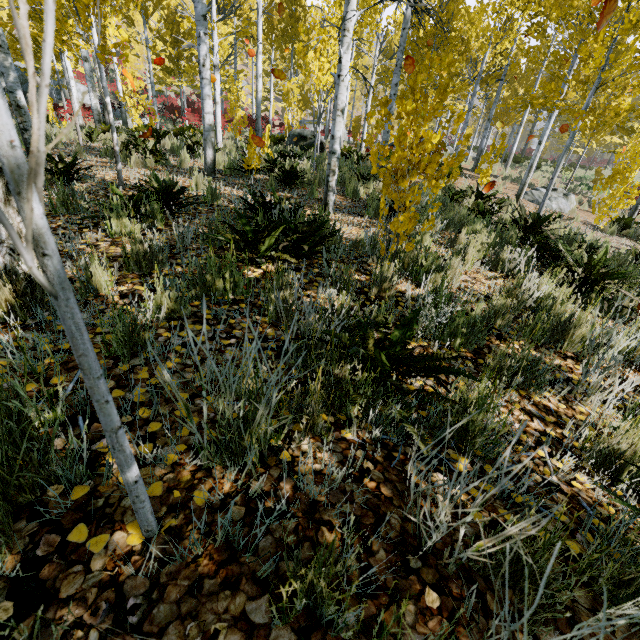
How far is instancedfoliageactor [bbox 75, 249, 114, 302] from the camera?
2.1 meters

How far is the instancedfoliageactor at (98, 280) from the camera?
2.1m

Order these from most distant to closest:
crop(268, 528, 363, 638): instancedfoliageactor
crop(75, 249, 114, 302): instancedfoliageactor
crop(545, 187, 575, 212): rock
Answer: crop(545, 187, 575, 212): rock, crop(75, 249, 114, 302): instancedfoliageactor, crop(268, 528, 363, 638): instancedfoliageactor

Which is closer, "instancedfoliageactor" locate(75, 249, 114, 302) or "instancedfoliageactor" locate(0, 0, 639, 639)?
"instancedfoliageactor" locate(0, 0, 639, 639)

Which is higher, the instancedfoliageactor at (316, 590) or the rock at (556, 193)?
the instancedfoliageactor at (316, 590)

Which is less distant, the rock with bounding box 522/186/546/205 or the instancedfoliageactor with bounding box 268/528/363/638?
the instancedfoliageactor with bounding box 268/528/363/638

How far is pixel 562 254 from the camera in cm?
507
